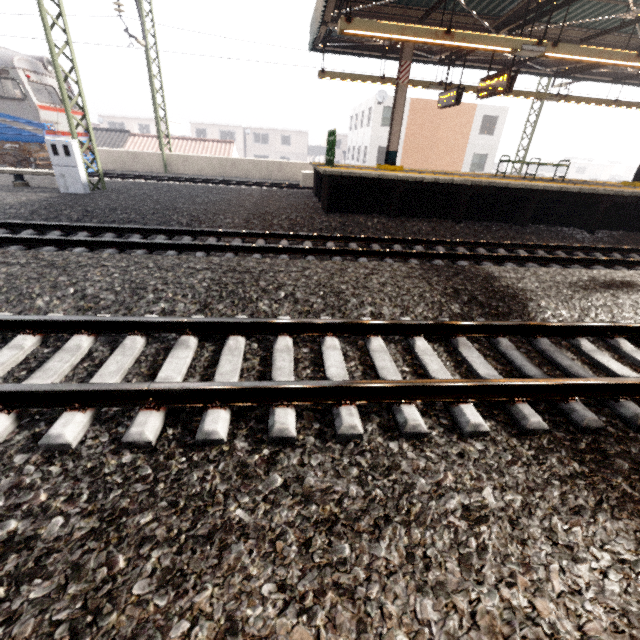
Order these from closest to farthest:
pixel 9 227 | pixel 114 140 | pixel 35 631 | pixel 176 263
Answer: pixel 35 631, pixel 176 263, pixel 9 227, pixel 114 140

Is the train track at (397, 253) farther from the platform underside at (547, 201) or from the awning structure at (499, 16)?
the awning structure at (499, 16)

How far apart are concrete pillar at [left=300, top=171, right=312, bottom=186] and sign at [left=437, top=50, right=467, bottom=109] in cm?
546

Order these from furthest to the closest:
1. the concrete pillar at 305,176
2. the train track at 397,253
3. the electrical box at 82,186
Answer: the concrete pillar at 305,176 → the electrical box at 82,186 → the train track at 397,253

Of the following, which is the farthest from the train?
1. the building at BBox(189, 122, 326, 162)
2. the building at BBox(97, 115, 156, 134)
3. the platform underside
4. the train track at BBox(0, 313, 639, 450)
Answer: the building at BBox(189, 122, 326, 162)

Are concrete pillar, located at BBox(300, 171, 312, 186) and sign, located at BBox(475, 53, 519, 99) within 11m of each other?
yes

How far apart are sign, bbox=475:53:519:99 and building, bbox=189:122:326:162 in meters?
45.8

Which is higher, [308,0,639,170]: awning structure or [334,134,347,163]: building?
[308,0,639,170]: awning structure
